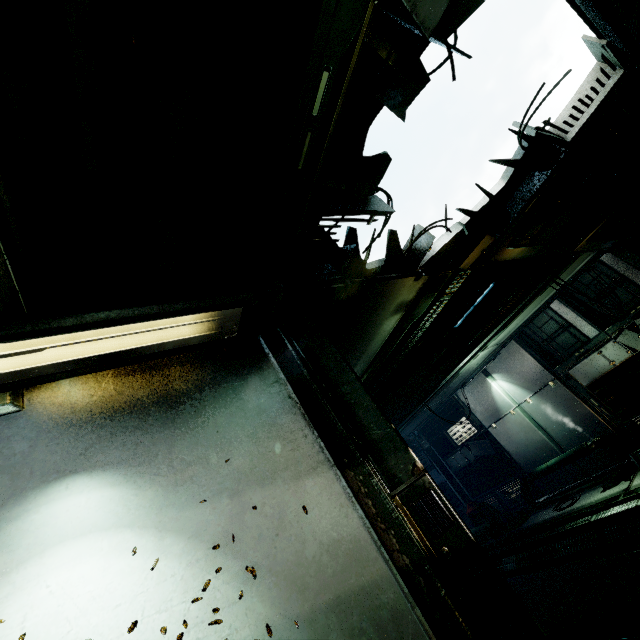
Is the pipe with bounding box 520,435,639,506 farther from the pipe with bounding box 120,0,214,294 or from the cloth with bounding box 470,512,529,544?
the pipe with bounding box 120,0,214,294

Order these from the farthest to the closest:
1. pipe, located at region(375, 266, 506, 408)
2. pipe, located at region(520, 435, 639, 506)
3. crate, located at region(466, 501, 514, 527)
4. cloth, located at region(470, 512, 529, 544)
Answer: crate, located at region(466, 501, 514, 527) < cloth, located at region(470, 512, 529, 544) < pipe, located at region(520, 435, 639, 506) < pipe, located at region(375, 266, 506, 408)

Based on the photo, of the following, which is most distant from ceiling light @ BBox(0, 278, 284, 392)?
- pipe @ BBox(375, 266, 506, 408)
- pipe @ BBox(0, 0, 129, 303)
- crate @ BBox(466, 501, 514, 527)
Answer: crate @ BBox(466, 501, 514, 527)

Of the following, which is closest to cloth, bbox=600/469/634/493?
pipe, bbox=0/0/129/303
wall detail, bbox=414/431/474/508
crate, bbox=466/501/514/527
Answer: crate, bbox=466/501/514/527

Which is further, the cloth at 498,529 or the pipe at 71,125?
the cloth at 498,529

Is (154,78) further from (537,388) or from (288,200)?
(537,388)

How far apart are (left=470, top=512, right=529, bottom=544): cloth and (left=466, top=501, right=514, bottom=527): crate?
0.2m

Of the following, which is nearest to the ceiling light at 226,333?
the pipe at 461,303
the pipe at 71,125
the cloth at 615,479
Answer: the pipe at 71,125
